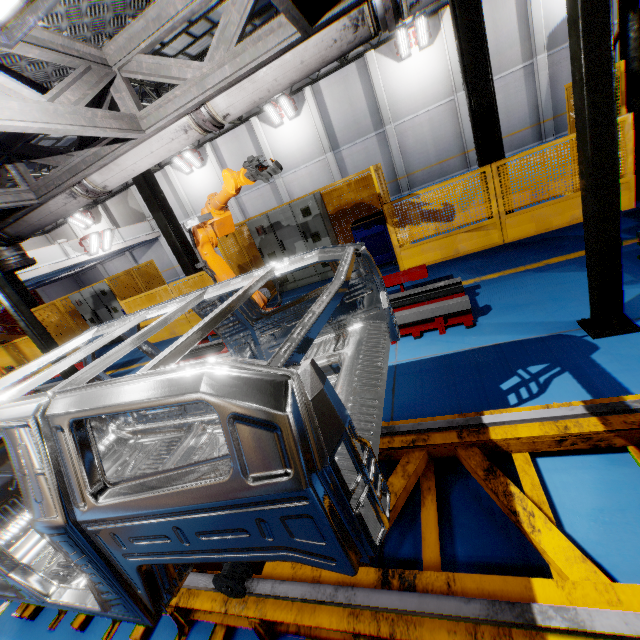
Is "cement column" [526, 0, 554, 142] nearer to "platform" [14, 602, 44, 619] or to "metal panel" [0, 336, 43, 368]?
"metal panel" [0, 336, 43, 368]

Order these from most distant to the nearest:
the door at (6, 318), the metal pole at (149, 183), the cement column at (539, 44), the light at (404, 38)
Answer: the door at (6, 318)
the light at (404, 38)
the cement column at (539, 44)
the metal pole at (149, 183)

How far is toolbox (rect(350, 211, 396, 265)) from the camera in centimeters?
728cm

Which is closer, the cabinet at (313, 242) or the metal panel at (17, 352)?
the cabinet at (313, 242)

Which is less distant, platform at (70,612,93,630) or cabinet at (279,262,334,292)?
platform at (70,612,93,630)

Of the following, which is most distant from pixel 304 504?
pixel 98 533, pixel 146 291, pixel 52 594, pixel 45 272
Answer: pixel 45 272

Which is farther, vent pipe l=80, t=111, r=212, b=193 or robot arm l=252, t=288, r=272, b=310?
robot arm l=252, t=288, r=272, b=310

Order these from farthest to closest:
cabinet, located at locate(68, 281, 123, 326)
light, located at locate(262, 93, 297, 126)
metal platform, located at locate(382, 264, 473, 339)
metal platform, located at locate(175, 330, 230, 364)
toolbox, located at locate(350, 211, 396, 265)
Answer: light, located at locate(262, 93, 297, 126) → cabinet, located at locate(68, 281, 123, 326) → toolbox, located at locate(350, 211, 396, 265) → metal platform, located at locate(175, 330, 230, 364) → metal platform, located at locate(382, 264, 473, 339)
